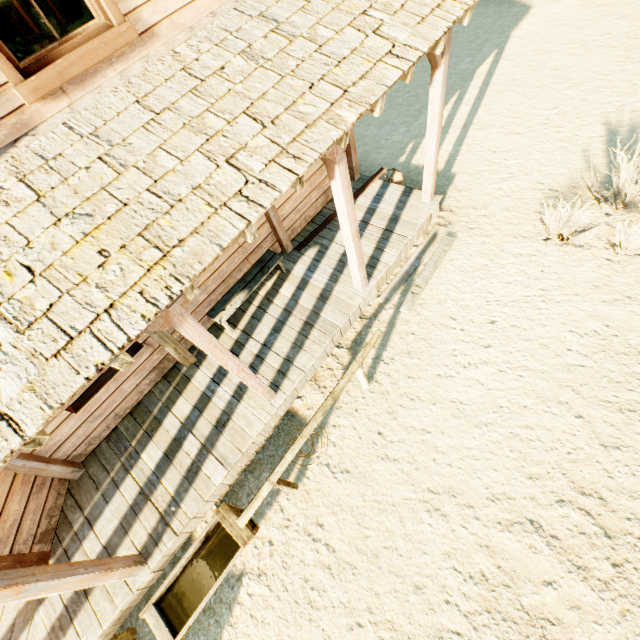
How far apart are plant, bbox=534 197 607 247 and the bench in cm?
470

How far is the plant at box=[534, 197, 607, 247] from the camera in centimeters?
534cm

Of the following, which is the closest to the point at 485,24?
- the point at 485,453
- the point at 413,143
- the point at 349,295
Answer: the point at 413,143

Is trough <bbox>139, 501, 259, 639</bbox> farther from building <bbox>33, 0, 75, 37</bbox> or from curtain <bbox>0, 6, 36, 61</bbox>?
curtain <bbox>0, 6, 36, 61</bbox>

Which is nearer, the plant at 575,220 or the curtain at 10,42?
the curtain at 10,42

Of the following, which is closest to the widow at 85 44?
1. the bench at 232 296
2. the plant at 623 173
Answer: the bench at 232 296

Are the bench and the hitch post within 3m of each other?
yes

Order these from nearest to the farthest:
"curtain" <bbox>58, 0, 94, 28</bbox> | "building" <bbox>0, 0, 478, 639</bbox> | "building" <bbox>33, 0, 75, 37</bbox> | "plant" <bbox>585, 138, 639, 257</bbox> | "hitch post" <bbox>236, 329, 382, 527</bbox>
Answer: "building" <bbox>0, 0, 478, 639</bbox> → "curtain" <bbox>58, 0, 94, 28</bbox> → "hitch post" <bbox>236, 329, 382, 527</bbox> → "plant" <bbox>585, 138, 639, 257</bbox> → "building" <bbox>33, 0, 75, 37</bbox>
